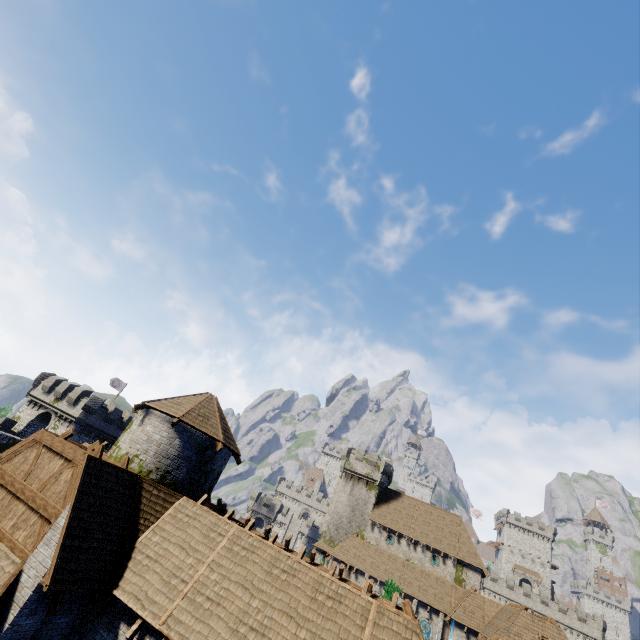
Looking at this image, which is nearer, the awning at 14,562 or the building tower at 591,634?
the awning at 14,562

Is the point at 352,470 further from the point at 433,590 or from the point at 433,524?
the point at 433,590

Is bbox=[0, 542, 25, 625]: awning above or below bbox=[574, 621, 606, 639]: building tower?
below

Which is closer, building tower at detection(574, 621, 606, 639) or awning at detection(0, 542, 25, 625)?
awning at detection(0, 542, 25, 625)

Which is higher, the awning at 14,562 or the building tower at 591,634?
the building tower at 591,634
